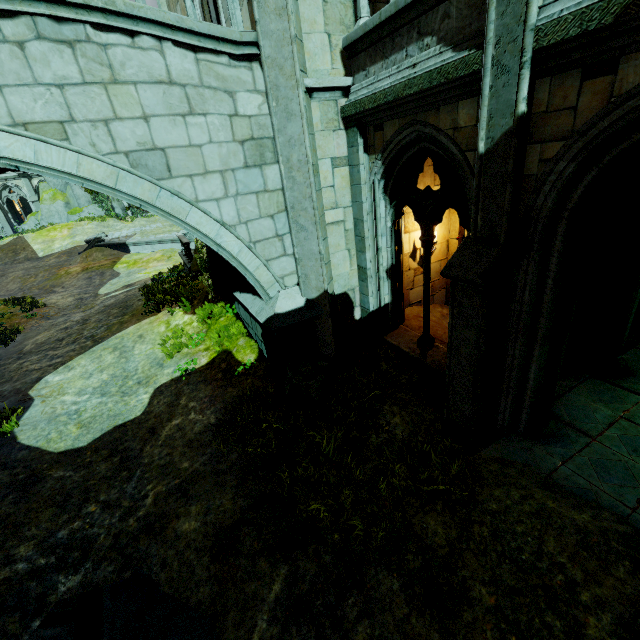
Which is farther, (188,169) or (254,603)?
(188,169)

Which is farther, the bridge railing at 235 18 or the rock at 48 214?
the rock at 48 214

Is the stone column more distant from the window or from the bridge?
the bridge

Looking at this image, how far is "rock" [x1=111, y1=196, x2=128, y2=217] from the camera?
34.1 meters

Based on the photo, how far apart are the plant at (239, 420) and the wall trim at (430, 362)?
1.12m

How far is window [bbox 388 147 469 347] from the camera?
4.9m

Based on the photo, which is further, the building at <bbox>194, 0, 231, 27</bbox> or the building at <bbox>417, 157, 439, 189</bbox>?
the building at <bbox>417, 157, 439, 189</bbox>

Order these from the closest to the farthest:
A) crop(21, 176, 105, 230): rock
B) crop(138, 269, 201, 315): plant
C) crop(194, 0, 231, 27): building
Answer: crop(194, 0, 231, 27): building, crop(138, 269, 201, 315): plant, crop(21, 176, 105, 230): rock
